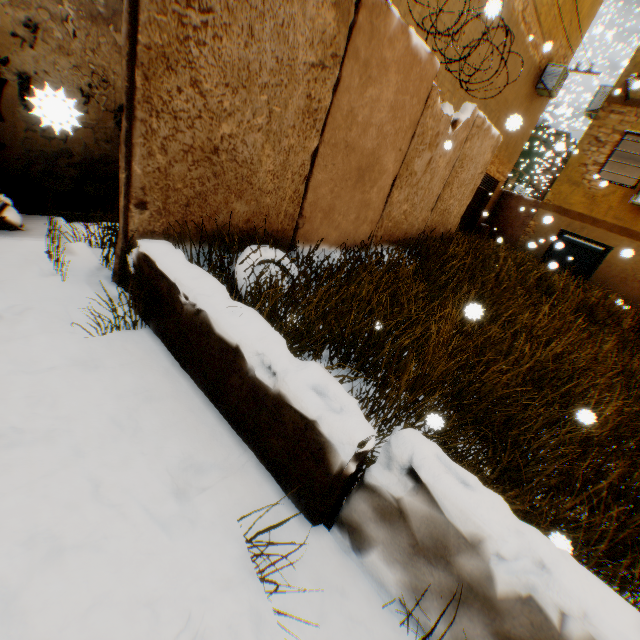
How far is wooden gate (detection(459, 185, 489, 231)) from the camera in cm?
1501

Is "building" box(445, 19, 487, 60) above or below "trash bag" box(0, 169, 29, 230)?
above

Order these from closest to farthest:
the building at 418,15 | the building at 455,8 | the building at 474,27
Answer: the building at 418,15 < the building at 455,8 < the building at 474,27

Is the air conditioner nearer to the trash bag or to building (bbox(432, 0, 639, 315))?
building (bbox(432, 0, 639, 315))

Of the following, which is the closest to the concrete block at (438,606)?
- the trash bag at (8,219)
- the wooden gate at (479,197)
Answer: the trash bag at (8,219)

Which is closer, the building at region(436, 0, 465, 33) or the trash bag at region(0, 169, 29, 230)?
the trash bag at region(0, 169, 29, 230)

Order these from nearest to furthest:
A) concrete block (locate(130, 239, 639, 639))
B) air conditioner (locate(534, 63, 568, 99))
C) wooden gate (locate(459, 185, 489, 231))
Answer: concrete block (locate(130, 239, 639, 639)), air conditioner (locate(534, 63, 568, 99)), wooden gate (locate(459, 185, 489, 231))

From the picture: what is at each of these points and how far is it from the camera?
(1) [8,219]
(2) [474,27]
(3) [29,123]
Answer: (1) trash bag, 3.2m
(2) building, 7.9m
(3) building, 3.4m
